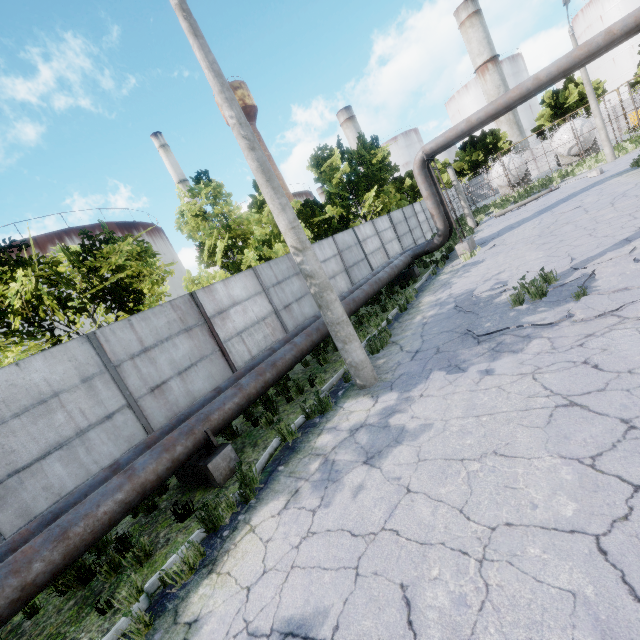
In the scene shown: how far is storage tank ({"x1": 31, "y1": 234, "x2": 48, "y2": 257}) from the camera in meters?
59.1 m

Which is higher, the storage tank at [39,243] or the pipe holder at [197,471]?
the storage tank at [39,243]

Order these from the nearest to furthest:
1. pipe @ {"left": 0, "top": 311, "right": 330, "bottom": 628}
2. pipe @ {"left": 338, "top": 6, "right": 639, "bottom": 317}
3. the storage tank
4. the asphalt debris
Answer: pipe @ {"left": 0, "top": 311, "right": 330, "bottom": 628} → the asphalt debris → pipe @ {"left": 338, "top": 6, "right": 639, "bottom": 317} → the storage tank

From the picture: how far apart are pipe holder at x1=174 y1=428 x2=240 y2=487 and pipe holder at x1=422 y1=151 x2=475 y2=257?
13.6 meters

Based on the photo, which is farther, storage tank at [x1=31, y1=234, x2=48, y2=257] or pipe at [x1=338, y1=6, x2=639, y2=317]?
storage tank at [x1=31, y1=234, x2=48, y2=257]

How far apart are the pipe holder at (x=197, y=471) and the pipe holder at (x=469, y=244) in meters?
13.6

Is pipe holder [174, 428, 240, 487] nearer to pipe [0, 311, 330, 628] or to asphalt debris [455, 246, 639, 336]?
pipe [0, 311, 330, 628]

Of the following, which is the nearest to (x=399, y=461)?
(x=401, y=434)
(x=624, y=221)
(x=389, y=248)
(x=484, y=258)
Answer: (x=401, y=434)
